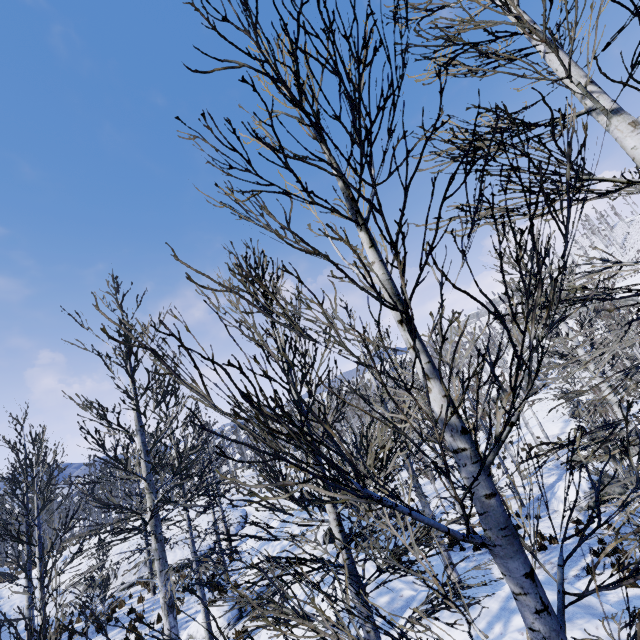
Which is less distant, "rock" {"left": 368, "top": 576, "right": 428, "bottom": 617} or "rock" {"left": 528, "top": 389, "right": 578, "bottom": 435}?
"rock" {"left": 368, "top": 576, "right": 428, "bottom": 617}

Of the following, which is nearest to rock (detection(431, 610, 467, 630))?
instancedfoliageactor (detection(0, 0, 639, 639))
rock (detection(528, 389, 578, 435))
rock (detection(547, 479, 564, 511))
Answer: instancedfoliageactor (detection(0, 0, 639, 639))

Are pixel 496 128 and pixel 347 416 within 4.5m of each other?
no

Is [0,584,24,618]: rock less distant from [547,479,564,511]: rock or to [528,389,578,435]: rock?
[547,479,564,511]: rock

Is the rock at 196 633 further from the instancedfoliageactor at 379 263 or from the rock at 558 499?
the rock at 558 499

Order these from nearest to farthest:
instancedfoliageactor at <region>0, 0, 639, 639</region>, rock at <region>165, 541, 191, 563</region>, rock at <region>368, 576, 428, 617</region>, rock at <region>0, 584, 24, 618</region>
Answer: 1. instancedfoliageactor at <region>0, 0, 639, 639</region>
2. rock at <region>368, 576, 428, 617</region>
3. rock at <region>0, 584, 24, 618</region>
4. rock at <region>165, 541, 191, 563</region>

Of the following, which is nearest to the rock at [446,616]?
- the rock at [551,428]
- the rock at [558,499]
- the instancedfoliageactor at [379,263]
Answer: the instancedfoliageactor at [379,263]

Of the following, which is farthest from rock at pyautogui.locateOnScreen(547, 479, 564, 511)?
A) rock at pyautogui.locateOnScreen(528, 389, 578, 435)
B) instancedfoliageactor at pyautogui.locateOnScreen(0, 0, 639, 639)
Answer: rock at pyautogui.locateOnScreen(528, 389, 578, 435)
